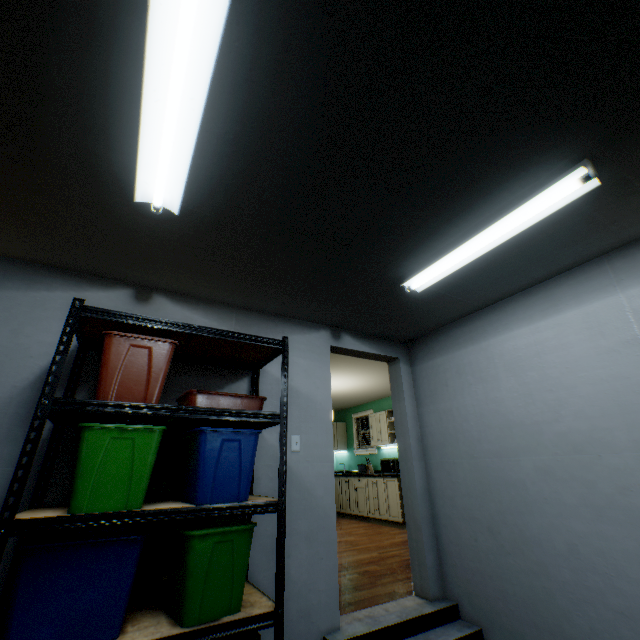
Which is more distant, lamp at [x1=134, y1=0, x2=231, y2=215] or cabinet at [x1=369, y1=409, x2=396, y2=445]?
cabinet at [x1=369, y1=409, x2=396, y2=445]

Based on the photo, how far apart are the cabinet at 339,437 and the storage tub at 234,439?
6.40m

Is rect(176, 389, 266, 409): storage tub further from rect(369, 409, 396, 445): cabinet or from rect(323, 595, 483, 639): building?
rect(369, 409, 396, 445): cabinet

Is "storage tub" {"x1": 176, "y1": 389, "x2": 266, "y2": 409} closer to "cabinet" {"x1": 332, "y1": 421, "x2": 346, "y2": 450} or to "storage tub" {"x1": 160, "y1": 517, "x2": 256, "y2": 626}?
"storage tub" {"x1": 160, "y1": 517, "x2": 256, "y2": 626}

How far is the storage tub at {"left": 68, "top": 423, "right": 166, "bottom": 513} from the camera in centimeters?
141cm

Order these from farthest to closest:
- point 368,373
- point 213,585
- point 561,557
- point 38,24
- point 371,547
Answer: point 368,373, point 371,547, point 561,557, point 213,585, point 38,24

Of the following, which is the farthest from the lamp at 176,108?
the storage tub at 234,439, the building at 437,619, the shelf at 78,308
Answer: the building at 437,619

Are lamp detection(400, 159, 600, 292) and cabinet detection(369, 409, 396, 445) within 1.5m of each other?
no
